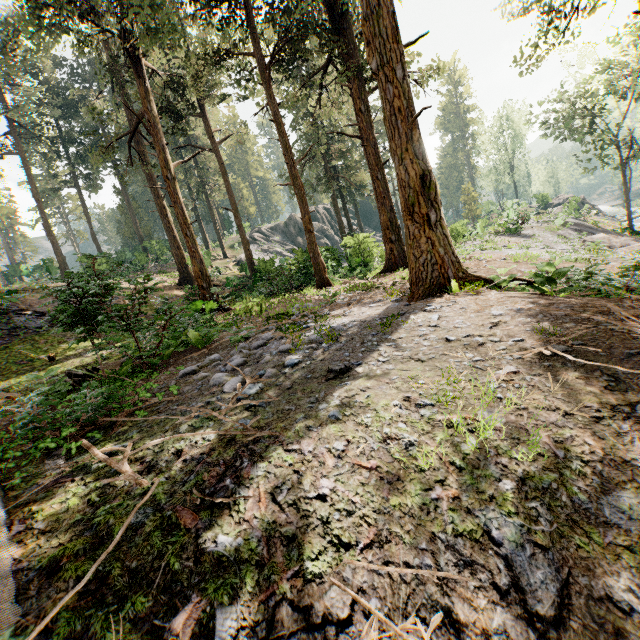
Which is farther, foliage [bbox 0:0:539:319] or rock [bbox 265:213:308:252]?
rock [bbox 265:213:308:252]

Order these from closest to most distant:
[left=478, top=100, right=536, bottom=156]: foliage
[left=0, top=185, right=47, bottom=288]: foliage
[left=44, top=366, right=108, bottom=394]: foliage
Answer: [left=44, top=366, right=108, bottom=394]: foliage < [left=0, top=185, right=47, bottom=288]: foliage < [left=478, top=100, right=536, bottom=156]: foliage

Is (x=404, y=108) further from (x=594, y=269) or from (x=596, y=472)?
(x=596, y=472)

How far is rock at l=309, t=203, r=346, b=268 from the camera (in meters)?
23.32

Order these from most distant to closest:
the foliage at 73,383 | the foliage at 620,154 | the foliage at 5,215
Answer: the foliage at 5,215 < the foliage at 620,154 < the foliage at 73,383

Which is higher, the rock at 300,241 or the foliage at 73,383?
the rock at 300,241

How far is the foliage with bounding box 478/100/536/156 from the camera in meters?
56.6 m
